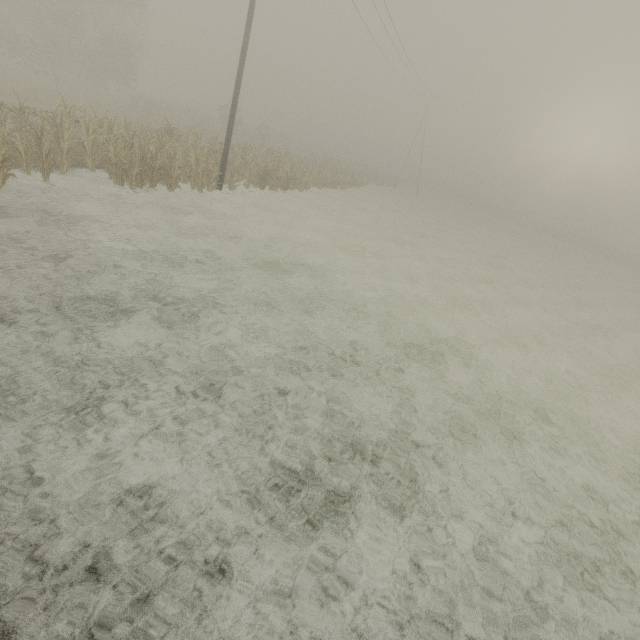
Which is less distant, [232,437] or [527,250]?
[232,437]

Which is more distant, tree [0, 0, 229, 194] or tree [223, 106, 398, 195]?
tree [223, 106, 398, 195]

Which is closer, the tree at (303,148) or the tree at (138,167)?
the tree at (138,167)

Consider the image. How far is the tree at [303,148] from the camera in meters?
18.8

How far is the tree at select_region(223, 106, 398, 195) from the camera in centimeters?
1881cm
